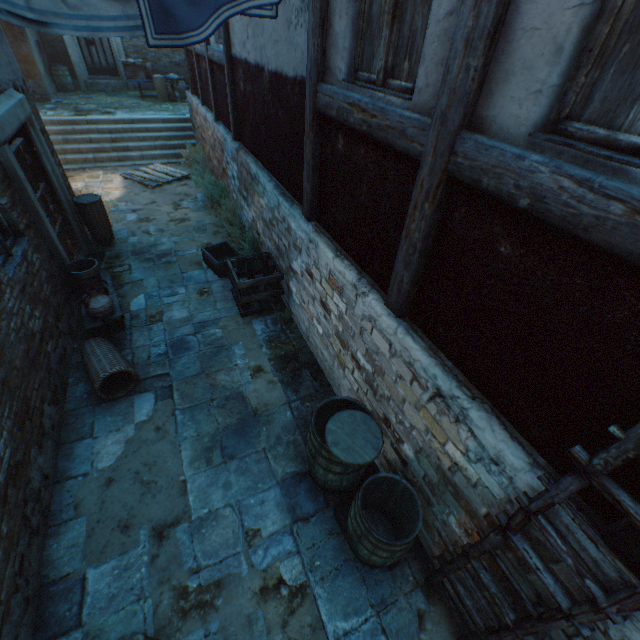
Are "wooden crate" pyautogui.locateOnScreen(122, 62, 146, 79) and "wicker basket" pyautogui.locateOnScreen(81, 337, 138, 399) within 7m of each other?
no

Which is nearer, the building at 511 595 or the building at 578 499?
the building at 578 499

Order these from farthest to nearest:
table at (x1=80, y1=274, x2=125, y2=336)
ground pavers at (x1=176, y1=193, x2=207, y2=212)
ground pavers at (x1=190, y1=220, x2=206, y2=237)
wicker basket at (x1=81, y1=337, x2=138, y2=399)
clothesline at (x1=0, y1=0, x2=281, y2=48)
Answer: ground pavers at (x1=176, y1=193, x2=207, y2=212) → ground pavers at (x1=190, y1=220, x2=206, y2=237) → table at (x1=80, y1=274, x2=125, y2=336) → wicker basket at (x1=81, y1=337, x2=138, y2=399) → clothesline at (x1=0, y1=0, x2=281, y2=48)

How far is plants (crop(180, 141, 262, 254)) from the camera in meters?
6.6 m

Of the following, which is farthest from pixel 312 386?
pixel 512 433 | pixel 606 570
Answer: pixel 606 570

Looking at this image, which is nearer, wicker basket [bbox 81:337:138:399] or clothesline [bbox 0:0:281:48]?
clothesline [bbox 0:0:281:48]

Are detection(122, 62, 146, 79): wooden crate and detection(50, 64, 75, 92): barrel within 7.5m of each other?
yes

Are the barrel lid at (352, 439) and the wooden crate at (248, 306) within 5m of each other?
yes
